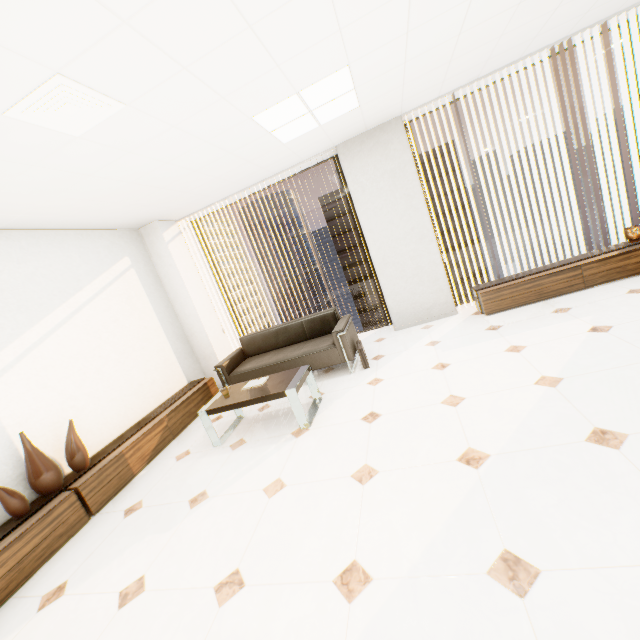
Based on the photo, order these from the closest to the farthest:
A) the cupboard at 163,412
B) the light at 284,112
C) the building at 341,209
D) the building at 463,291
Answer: the cupboard at 163,412
the light at 284,112
the building at 463,291
the building at 341,209

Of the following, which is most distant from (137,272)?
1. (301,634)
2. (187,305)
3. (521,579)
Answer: (521,579)

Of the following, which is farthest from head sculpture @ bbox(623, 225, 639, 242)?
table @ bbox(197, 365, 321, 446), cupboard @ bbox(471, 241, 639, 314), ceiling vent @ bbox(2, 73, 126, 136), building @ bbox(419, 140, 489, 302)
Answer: building @ bbox(419, 140, 489, 302)

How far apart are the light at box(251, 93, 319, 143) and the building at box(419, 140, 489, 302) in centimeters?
5777cm

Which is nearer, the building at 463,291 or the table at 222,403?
the table at 222,403

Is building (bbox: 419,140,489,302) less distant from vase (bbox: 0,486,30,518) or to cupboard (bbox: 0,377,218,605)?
cupboard (bbox: 0,377,218,605)

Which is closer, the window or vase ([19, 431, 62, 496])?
vase ([19, 431, 62, 496])

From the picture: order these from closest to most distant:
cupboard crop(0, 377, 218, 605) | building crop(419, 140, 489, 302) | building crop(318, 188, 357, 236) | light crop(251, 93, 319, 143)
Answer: cupboard crop(0, 377, 218, 605), light crop(251, 93, 319, 143), building crop(419, 140, 489, 302), building crop(318, 188, 357, 236)
